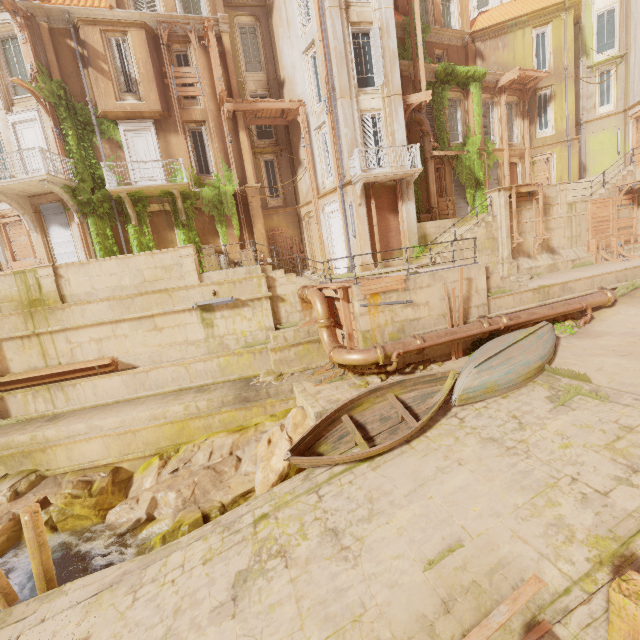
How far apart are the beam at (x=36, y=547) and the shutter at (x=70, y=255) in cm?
1211

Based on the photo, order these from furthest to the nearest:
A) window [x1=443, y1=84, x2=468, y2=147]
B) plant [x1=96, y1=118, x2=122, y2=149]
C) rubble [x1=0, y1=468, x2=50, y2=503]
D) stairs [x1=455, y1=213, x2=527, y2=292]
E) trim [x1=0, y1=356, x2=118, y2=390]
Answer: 1. window [x1=443, y1=84, x2=468, y2=147]
2. plant [x1=96, y1=118, x2=122, y2=149]
3. stairs [x1=455, y1=213, x2=527, y2=292]
4. trim [x1=0, y1=356, x2=118, y2=390]
5. rubble [x1=0, y1=468, x2=50, y2=503]

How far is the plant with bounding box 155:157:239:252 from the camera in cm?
1706

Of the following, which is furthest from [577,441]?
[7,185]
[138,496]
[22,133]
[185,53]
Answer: [22,133]

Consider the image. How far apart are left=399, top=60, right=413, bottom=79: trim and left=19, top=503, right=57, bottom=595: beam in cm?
2418

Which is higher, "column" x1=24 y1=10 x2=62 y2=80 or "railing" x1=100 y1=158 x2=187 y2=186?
"column" x1=24 y1=10 x2=62 y2=80

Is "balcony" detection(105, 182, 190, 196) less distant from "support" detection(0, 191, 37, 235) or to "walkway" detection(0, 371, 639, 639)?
"support" detection(0, 191, 37, 235)

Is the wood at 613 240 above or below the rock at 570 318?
above
